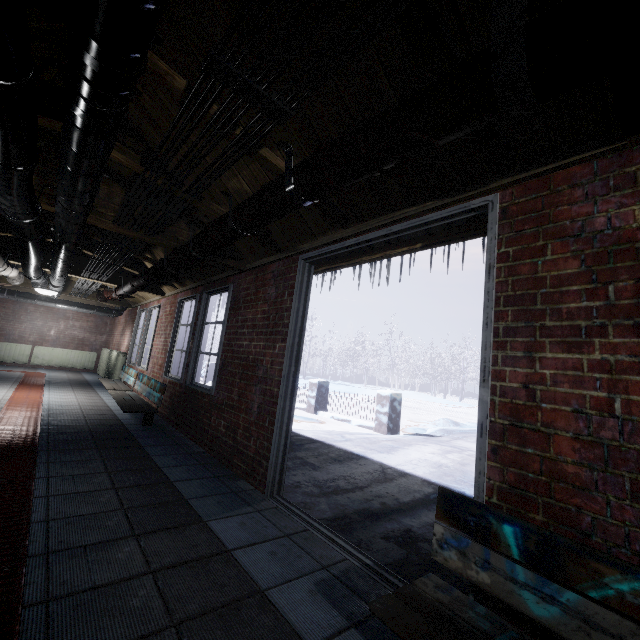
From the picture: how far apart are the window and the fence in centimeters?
375cm

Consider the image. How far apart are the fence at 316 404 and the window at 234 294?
3.7 meters

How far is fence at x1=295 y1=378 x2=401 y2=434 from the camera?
7.0m

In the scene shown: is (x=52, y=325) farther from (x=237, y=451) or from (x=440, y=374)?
(x=440, y=374)

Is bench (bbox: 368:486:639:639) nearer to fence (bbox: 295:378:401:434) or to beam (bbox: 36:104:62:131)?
beam (bbox: 36:104:62:131)

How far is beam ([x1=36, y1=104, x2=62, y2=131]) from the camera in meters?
1.9

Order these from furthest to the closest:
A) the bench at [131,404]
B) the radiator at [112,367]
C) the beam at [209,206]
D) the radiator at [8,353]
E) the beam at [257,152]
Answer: the radiator at [8,353] → the radiator at [112,367] → the bench at [131,404] → the beam at [209,206] → the beam at [257,152]

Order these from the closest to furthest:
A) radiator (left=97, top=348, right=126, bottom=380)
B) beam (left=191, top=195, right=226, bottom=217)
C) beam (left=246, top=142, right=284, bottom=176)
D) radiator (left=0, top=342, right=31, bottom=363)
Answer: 1. beam (left=246, top=142, right=284, bottom=176)
2. beam (left=191, top=195, right=226, bottom=217)
3. radiator (left=97, top=348, right=126, bottom=380)
4. radiator (left=0, top=342, right=31, bottom=363)
